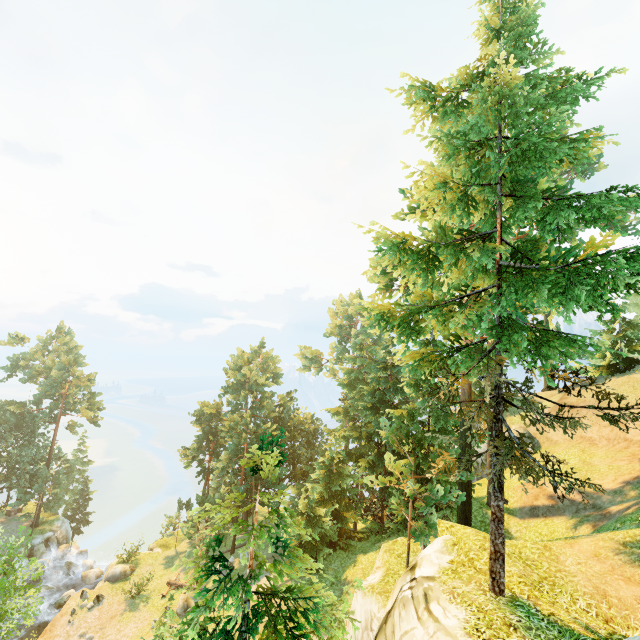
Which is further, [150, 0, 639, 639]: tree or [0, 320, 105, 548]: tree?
[0, 320, 105, 548]: tree

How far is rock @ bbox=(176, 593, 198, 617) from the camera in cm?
2552

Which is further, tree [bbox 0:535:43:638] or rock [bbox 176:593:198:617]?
rock [bbox 176:593:198:617]

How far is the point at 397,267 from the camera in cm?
971

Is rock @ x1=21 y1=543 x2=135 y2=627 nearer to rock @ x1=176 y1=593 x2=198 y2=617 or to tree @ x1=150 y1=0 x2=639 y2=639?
tree @ x1=150 y1=0 x2=639 y2=639

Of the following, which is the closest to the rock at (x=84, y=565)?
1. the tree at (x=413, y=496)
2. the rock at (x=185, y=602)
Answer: the tree at (x=413, y=496)

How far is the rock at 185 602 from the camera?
25.5 meters
